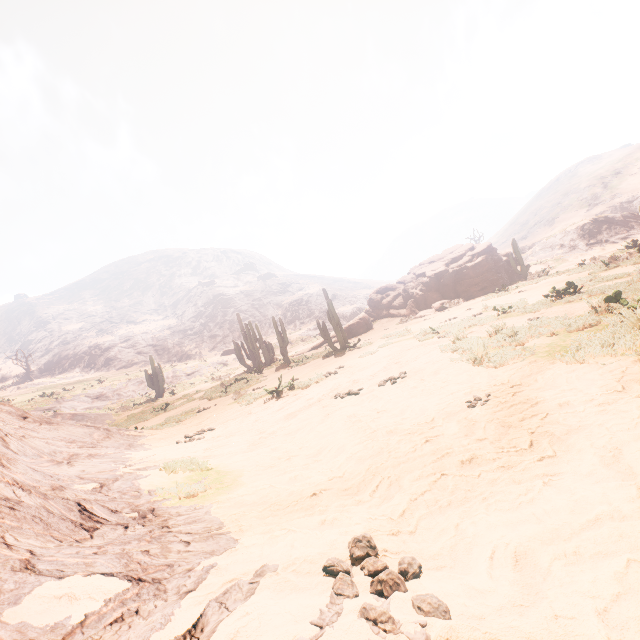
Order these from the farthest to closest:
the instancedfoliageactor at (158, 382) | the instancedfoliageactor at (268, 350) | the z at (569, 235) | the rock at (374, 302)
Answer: the instancedfoliageactor at (158, 382), the instancedfoliageactor at (268, 350), the rock at (374, 302), the z at (569, 235)

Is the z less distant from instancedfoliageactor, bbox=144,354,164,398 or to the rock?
instancedfoliageactor, bbox=144,354,164,398

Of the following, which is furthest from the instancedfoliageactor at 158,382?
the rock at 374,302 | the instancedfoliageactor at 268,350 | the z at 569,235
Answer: the rock at 374,302

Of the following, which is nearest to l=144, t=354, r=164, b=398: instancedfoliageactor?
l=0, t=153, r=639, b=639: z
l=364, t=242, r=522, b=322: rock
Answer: l=0, t=153, r=639, b=639: z

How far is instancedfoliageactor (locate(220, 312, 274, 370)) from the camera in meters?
27.8

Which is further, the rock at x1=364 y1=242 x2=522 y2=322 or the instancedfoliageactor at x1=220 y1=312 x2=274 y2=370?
the instancedfoliageactor at x1=220 y1=312 x2=274 y2=370

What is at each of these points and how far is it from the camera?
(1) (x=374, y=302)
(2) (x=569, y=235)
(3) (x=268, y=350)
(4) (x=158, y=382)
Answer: (1) rock, 31.64m
(2) z, 32.75m
(3) instancedfoliageactor, 28.42m
(4) instancedfoliageactor, 30.27m

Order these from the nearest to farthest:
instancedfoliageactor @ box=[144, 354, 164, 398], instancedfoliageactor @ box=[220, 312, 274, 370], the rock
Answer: the rock
instancedfoliageactor @ box=[220, 312, 274, 370]
instancedfoliageactor @ box=[144, 354, 164, 398]
